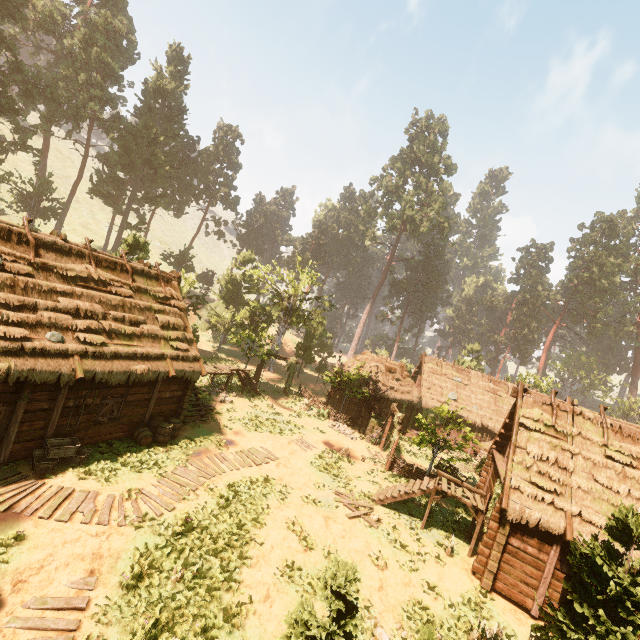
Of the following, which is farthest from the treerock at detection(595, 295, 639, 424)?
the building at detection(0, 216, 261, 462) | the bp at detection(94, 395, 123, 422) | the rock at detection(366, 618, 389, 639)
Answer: the bp at detection(94, 395, 123, 422)

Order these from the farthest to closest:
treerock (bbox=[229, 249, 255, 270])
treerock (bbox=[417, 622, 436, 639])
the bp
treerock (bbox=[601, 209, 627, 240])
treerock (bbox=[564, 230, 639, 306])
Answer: treerock (bbox=[601, 209, 627, 240])
treerock (bbox=[564, 230, 639, 306])
treerock (bbox=[229, 249, 255, 270])
the bp
treerock (bbox=[417, 622, 436, 639])

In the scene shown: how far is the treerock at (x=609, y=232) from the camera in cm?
5797

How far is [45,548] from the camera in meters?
8.5

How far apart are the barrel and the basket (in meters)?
1.90

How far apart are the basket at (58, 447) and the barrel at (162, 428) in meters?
1.9 m

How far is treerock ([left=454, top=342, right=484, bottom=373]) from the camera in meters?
43.6 m

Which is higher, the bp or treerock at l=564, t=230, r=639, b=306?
treerock at l=564, t=230, r=639, b=306
